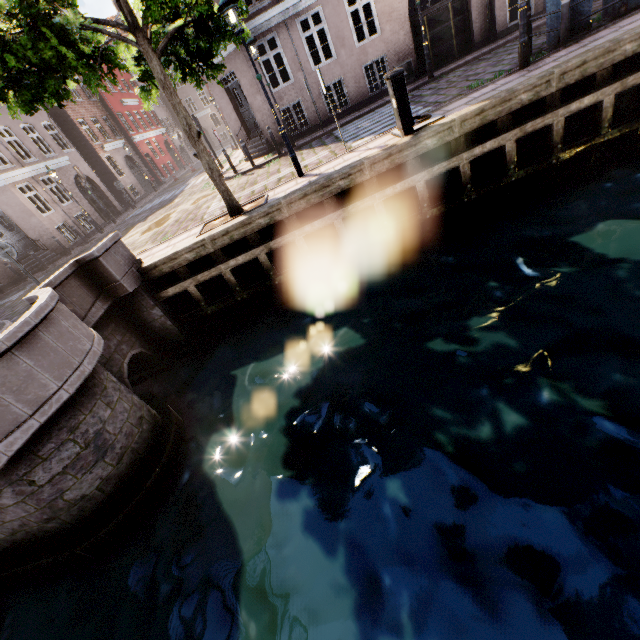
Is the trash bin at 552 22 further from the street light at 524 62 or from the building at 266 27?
the building at 266 27

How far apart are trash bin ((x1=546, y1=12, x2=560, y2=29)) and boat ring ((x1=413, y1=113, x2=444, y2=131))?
3.99m

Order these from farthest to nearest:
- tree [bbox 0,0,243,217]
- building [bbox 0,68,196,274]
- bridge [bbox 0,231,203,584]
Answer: building [bbox 0,68,196,274] → tree [bbox 0,0,243,217] → bridge [bbox 0,231,203,584]

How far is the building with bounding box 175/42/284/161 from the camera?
13.82m

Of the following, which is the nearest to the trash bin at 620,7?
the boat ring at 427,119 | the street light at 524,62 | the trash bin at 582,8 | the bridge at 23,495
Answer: the trash bin at 582,8

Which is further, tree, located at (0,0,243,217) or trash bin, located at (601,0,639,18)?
trash bin, located at (601,0,639,18)

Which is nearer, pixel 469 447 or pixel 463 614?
pixel 463 614

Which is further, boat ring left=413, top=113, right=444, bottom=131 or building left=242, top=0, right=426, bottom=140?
building left=242, top=0, right=426, bottom=140
